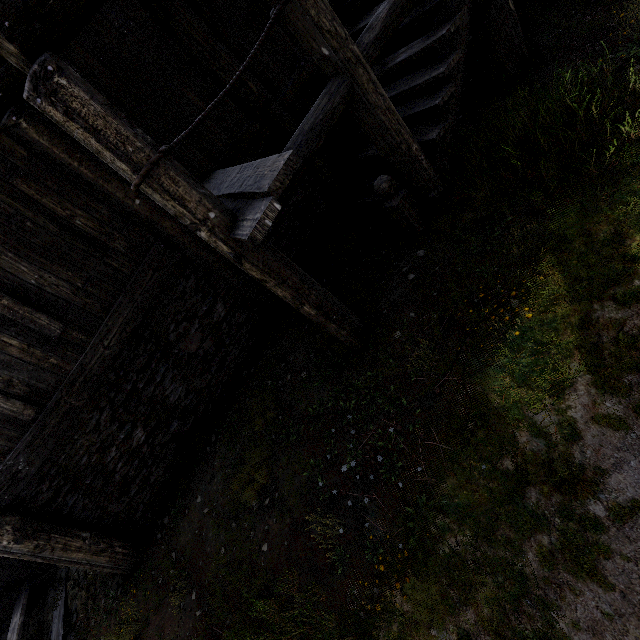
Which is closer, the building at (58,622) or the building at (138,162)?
the building at (138,162)

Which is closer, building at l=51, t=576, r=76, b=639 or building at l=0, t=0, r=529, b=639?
building at l=0, t=0, r=529, b=639

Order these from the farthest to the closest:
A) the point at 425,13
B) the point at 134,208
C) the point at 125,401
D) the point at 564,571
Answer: the point at 125,401 < the point at 134,208 < the point at 425,13 < the point at 564,571

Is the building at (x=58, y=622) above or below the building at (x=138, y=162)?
below

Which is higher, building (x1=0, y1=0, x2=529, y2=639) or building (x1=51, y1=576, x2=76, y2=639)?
building (x1=0, y1=0, x2=529, y2=639)
